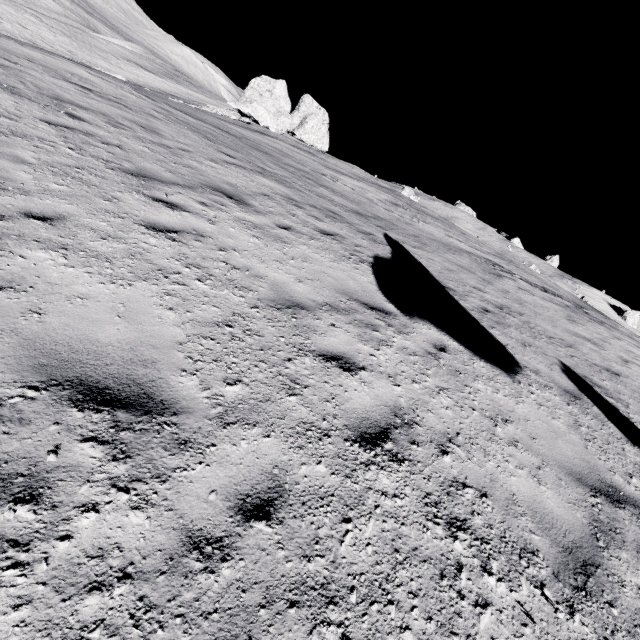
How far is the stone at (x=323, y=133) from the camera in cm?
3700

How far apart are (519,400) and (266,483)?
4.55m

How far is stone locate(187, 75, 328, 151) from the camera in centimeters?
3700cm
